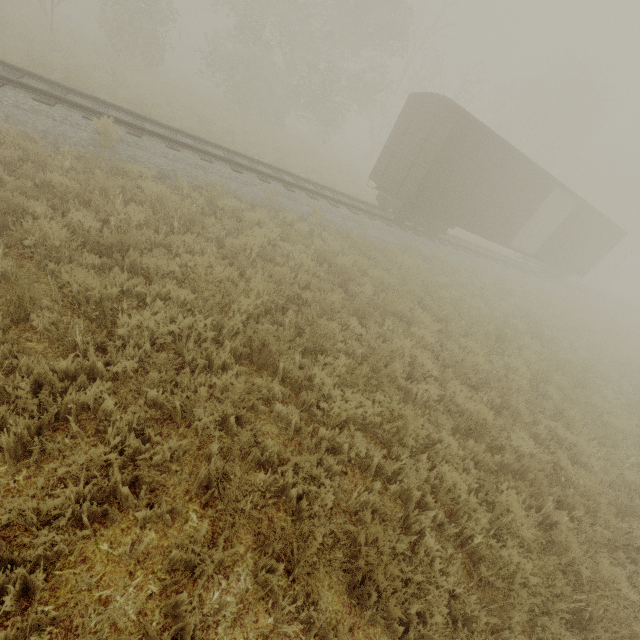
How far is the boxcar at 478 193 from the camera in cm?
1240

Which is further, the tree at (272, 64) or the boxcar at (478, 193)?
the tree at (272, 64)

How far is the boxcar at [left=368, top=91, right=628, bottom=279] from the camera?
12.4 meters

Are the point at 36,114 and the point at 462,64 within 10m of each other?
no

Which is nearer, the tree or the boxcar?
the boxcar
